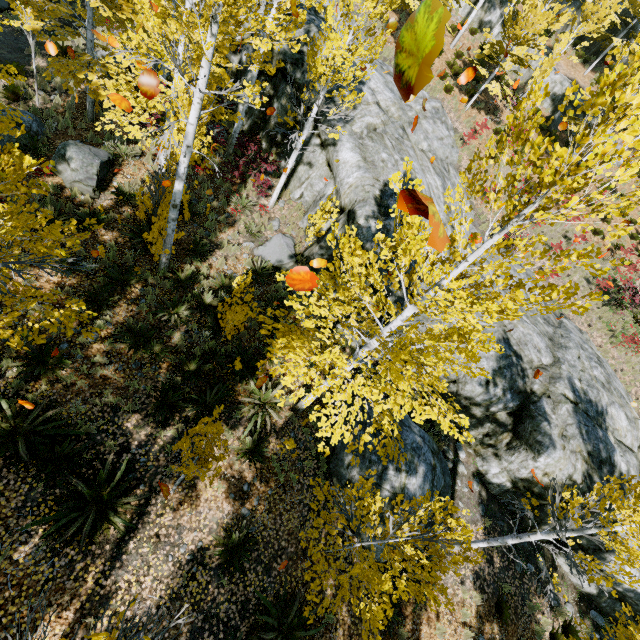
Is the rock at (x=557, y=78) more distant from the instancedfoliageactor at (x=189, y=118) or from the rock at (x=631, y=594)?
the rock at (x=631, y=594)

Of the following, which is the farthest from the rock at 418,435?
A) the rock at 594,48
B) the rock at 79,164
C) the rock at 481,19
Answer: the rock at 481,19

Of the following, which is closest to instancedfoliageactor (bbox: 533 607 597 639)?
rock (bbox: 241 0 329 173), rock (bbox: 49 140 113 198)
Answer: rock (bbox: 241 0 329 173)

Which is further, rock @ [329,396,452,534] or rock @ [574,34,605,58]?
rock @ [574,34,605,58]

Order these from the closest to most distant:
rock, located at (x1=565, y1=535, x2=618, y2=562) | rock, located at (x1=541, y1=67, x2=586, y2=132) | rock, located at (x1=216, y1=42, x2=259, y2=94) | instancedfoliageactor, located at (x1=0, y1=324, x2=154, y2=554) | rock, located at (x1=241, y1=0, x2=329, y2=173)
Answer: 1. instancedfoliageactor, located at (x1=0, y1=324, x2=154, y2=554)
2. rock, located at (x1=565, y1=535, x2=618, y2=562)
3. rock, located at (x1=241, y1=0, x2=329, y2=173)
4. rock, located at (x1=216, y1=42, x2=259, y2=94)
5. rock, located at (x1=541, y1=67, x2=586, y2=132)

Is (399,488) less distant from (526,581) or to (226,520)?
(226,520)

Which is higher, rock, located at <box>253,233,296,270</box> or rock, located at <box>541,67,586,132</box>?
rock, located at <box>541,67,586,132</box>
